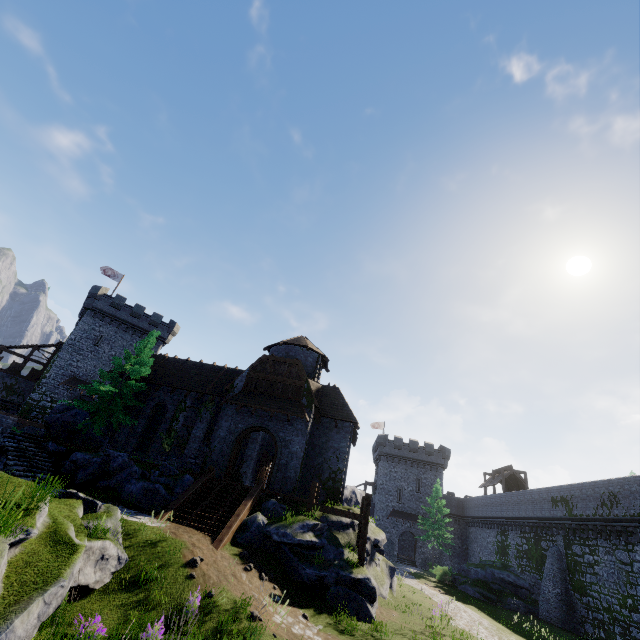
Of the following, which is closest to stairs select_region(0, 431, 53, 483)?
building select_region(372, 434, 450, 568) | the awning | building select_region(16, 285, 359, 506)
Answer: building select_region(16, 285, 359, 506)

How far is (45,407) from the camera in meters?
35.7

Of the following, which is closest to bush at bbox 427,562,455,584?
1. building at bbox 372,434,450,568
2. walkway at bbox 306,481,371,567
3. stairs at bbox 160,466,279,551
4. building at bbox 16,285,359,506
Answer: building at bbox 372,434,450,568

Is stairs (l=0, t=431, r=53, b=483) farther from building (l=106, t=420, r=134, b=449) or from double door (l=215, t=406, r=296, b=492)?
double door (l=215, t=406, r=296, b=492)

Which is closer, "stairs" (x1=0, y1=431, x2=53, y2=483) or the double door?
"stairs" (x1=0, y1=431, x2=53, y2=483)

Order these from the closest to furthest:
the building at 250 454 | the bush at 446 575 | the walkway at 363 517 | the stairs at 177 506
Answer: the stairs at 177 506 < the walkway at 363 517 < the building at 250 454 < the bush at 446 575

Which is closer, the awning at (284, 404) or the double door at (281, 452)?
the double door at (281, 452)

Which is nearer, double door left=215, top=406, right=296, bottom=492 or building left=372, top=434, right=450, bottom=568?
double door left=215, top=406, right=296, bottom=492
